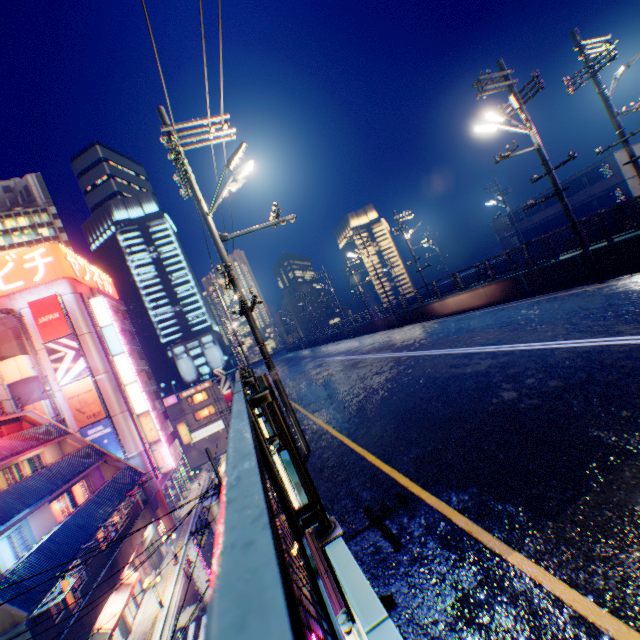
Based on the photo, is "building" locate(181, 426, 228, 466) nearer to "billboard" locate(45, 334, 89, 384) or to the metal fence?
the metal fence

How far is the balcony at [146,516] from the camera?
24.2 meters

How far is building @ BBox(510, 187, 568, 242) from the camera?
39.1m

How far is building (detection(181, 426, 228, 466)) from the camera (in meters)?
56.81

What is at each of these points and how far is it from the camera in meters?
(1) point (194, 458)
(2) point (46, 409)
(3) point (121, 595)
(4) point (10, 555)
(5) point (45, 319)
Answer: (1) building, 56.9 m
(2) stairs, 29.5 m
(3) awning, 20.0 m
(4) window glass, 17.4 m
(5) billboard, 31.8 m

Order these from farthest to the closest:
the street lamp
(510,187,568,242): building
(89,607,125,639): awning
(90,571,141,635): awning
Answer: (510,187,568,242): building, (90,571,141,635): awning, (89,607,125,639): awning, the street lamp

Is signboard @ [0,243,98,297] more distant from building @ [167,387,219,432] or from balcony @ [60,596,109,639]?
balcony @ [60,596,109,639]

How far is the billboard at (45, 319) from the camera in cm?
3161
